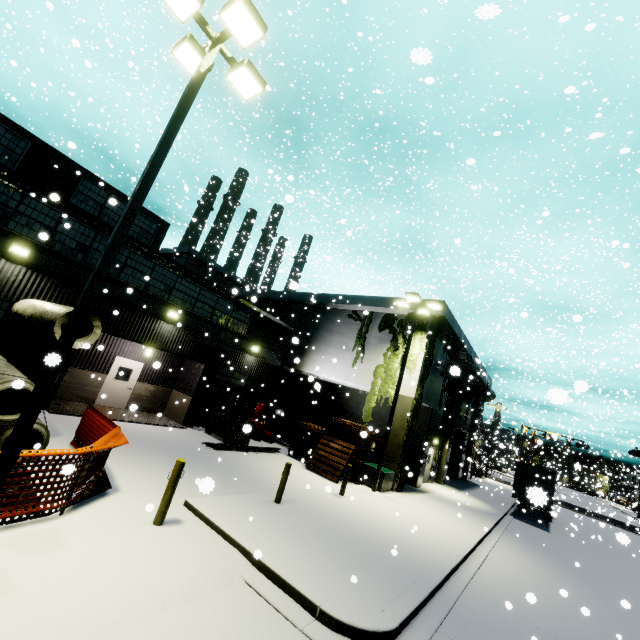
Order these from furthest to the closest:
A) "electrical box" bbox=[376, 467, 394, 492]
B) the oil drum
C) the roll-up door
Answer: the roll-up door → the oil drum → "electrical box" bbox=[376, 467, 394, 492]

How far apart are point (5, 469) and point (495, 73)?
23.9 meters

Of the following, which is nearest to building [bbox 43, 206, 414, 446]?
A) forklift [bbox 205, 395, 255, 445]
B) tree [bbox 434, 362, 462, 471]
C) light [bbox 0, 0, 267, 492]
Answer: tree [bbox 434, 362, 462, 471]

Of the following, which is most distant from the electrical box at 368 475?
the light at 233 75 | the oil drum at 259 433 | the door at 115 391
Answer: the light at 233 75

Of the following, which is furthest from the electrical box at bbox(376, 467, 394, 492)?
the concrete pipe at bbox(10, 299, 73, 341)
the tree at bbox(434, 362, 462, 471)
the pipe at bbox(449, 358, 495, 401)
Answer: the pipe at bbox(449, 358, 495, 401)

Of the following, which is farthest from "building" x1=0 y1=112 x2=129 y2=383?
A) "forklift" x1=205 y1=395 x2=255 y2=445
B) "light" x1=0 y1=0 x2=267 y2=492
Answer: "light" x1=0 y1=0 x2=267 y2=492

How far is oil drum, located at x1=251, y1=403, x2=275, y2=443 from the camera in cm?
1973

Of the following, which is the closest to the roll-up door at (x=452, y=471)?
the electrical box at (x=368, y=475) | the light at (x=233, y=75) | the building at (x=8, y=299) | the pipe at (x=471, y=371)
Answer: the building at (x=8, y=299)
